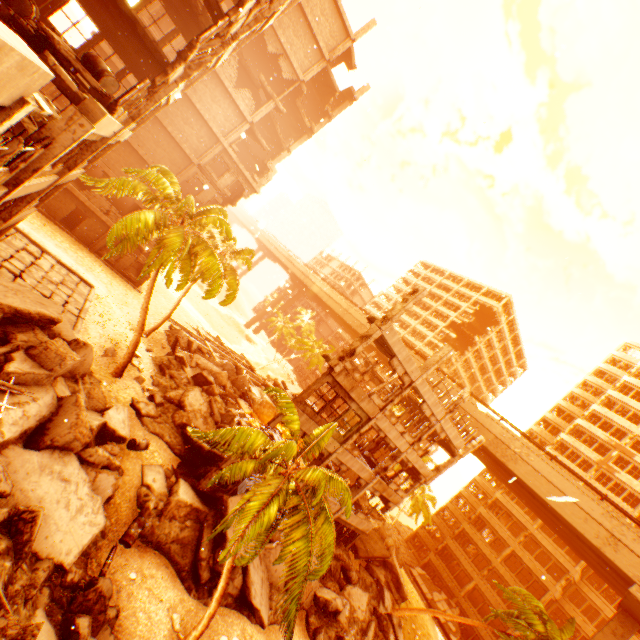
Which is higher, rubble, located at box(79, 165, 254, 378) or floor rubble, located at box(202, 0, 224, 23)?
floor rubble, located at box(202, 0, 224, 23)

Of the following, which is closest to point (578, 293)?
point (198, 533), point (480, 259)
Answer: point (480, 259)

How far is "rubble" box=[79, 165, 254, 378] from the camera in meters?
15.5 m

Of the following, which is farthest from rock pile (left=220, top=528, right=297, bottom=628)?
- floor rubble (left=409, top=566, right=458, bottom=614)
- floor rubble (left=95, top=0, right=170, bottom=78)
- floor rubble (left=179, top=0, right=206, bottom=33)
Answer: floor rubble (left=179, top=0, right=206, bottom=33)

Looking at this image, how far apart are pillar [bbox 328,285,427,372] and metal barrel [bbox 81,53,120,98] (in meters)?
12.38

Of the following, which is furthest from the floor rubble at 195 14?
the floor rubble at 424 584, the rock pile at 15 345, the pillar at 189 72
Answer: the floor rubble at 424 584

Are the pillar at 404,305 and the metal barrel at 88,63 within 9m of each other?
no

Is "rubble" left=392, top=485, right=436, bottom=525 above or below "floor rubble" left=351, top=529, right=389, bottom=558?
above
